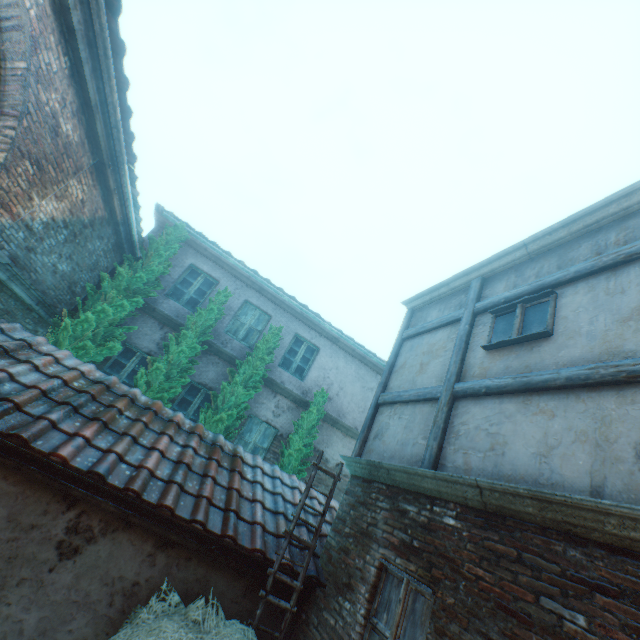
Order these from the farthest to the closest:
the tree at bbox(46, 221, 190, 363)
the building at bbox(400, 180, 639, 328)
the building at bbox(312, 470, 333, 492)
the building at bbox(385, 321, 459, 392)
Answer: the building at bbox(312, 470, 333, 492) < the tree at bbox(46, 221, 190, 363) < the building at bbox(385, 321, 459, 392) < the building at bbox(400, 180, 639, 328)

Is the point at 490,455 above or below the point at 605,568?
above

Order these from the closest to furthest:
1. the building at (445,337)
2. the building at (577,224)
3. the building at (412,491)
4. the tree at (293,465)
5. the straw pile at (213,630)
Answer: the building at (412,491), the straw pile at (213,630), the building at (577,224), the building at (445,337), the tree at (293,465)

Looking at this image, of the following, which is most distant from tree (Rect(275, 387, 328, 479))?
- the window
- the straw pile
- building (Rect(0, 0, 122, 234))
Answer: the window

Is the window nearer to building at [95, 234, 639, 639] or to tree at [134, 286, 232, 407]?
building at [95, 234, 639, 639]

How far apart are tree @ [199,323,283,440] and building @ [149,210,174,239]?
4.21m

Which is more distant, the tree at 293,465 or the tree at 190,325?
the tree at 293,465

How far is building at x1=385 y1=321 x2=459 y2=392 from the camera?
5.7 meters
